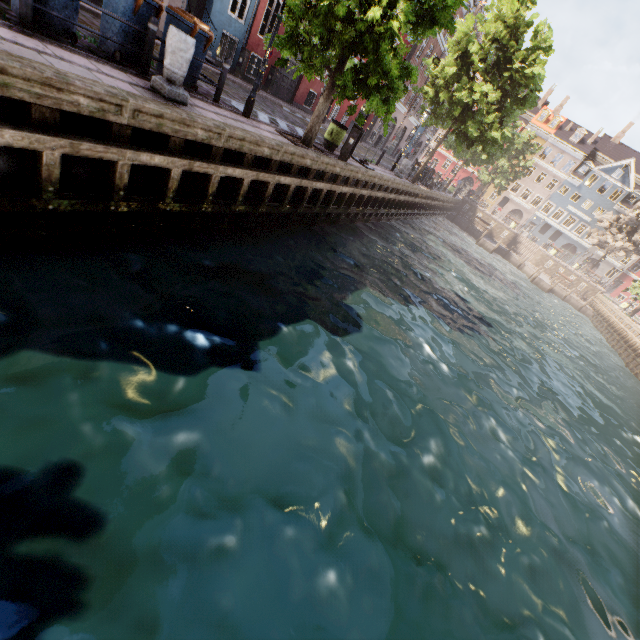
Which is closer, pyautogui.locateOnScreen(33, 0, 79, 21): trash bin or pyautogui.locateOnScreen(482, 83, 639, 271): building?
pyautogui.locateOnScreen(33, 0, 79, 21): trash bin

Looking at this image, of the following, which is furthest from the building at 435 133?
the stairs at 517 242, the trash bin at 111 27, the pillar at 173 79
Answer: the stairs at 517 242

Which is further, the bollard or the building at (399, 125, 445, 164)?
the building at (399, 125, 445, 164)

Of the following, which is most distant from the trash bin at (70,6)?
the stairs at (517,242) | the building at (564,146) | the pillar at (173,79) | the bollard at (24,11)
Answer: the building at (564,146)

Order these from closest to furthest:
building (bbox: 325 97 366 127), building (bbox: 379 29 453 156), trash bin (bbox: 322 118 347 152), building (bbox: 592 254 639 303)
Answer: trash bin (bbox: 322 118 347 152) → building (bbox: 325 97 366 127) → building (bbox: 379 29 453 156) → building (bbox: 592 254 639 303)

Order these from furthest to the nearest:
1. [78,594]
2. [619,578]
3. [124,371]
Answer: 1. [619,578]
2. [124,371]
3. [78,594]

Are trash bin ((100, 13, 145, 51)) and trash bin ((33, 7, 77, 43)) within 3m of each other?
yes

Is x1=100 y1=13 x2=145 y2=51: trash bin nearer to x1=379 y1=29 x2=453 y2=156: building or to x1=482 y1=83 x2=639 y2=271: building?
x1=379 y1=29 x2=453 y2=156: building
